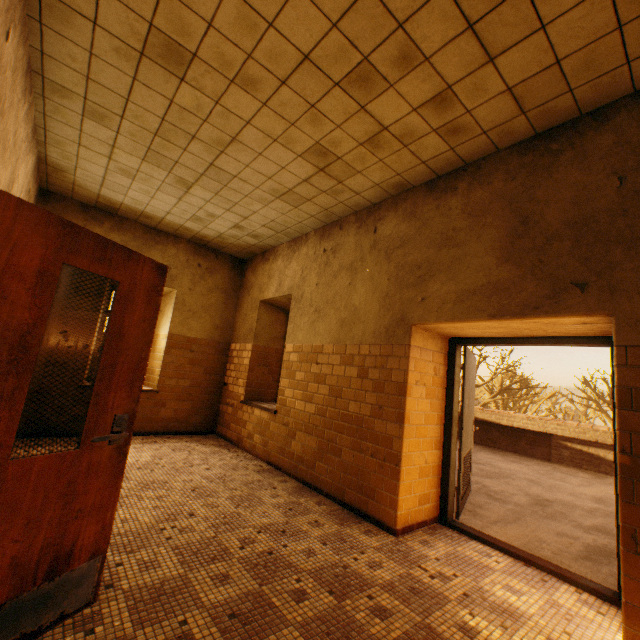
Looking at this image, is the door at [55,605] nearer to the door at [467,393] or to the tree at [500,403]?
the door at [467,393]

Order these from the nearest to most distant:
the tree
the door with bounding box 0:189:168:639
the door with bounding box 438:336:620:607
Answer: the door with bounding box 0:189:168:639
the door with bounding box 438:336:620:607
the tree

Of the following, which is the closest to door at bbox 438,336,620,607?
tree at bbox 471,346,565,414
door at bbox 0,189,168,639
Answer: door at bbox 0,189,168,639

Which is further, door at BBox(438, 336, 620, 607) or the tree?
the tree

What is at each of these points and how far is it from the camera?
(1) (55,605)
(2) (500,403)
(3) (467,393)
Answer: (1) door, 1.7m
(2) tree, 26.9m
(3) door, 4.4m

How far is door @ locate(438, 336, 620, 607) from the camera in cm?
277

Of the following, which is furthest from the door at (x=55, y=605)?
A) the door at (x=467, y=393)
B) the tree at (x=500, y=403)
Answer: the tree at (x=500, y=403)
